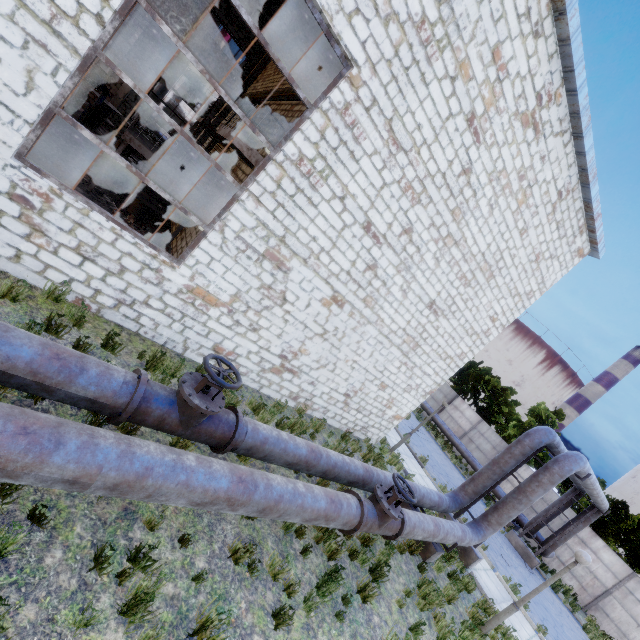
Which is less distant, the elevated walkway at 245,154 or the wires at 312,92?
the elevated walkway at 245,154

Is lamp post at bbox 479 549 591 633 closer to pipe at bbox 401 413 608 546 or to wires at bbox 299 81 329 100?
pipe at bbox 401 413 608 546

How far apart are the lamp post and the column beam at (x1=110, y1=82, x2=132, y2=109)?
26.75m

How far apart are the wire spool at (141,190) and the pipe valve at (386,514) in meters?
10.5 m

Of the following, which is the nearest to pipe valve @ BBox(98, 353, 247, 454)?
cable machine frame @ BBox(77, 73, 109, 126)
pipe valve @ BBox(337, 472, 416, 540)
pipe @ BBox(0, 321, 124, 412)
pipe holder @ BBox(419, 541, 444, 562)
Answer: pipe @ BBox(0, 321, 124, 412)

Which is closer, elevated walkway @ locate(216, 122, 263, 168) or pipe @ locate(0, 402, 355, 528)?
pipe @ locate(0, 402, 355, 528)

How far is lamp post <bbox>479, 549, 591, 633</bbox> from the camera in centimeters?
752cm

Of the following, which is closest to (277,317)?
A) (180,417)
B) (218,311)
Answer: (218,311)
